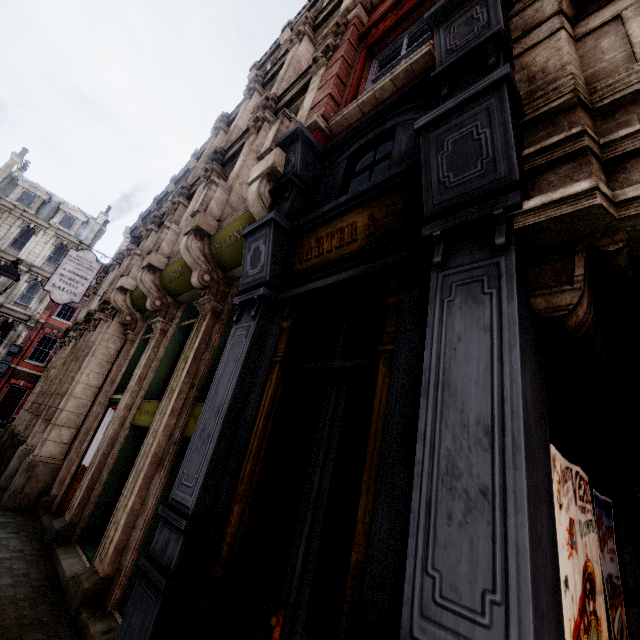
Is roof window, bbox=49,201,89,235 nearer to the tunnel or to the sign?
the sign

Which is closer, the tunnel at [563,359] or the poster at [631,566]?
the tunnel at [563,359]

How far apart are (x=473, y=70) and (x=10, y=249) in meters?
36.2 m

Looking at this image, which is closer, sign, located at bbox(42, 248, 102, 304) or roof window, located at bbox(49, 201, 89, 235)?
sign, located at bbox(42, 248, 102, 304)

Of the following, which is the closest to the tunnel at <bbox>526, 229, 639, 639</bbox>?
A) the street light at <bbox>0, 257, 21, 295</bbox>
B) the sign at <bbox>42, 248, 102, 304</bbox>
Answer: the street light at <bbox>0, 257, 21, 295</bbox>

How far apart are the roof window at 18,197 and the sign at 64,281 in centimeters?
2258cm

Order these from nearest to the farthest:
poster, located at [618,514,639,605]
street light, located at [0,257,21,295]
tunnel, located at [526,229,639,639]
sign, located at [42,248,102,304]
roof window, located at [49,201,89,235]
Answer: tunnel, located at [526,229,639,639]
poster, located at [618,514,639,605]
street light, located at [0,257,21,295]
sign, located at [42,248,102,304]
roof window, located at [49,201,89,235]

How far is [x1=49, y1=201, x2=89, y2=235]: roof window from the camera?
29.8 meters
